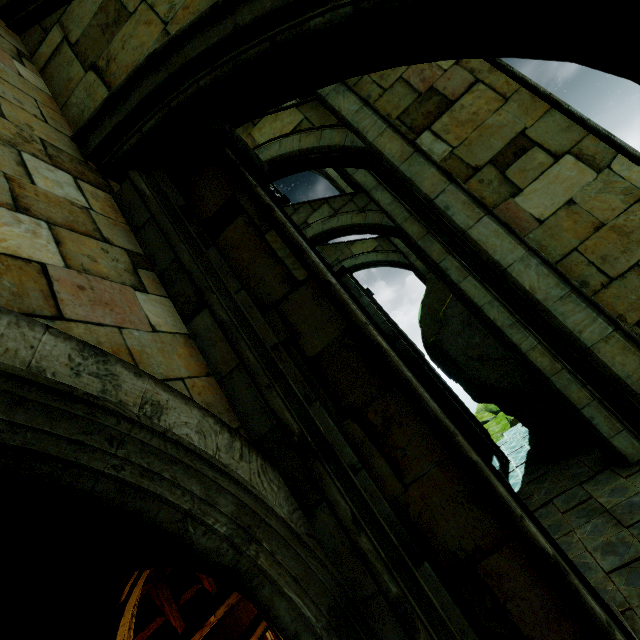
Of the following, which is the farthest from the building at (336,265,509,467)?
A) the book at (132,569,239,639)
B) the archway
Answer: the book at (132,569,239,639)

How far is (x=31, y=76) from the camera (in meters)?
3.21

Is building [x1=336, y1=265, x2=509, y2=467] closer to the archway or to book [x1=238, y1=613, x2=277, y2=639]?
the archway

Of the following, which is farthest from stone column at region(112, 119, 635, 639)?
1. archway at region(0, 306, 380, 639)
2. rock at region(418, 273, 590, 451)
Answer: rock at region(418, 273, 590, 451)

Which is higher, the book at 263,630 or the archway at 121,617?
the archway at 121,617

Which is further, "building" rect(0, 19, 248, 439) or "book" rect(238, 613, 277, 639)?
"book" rect(238, 613, 277, 639)

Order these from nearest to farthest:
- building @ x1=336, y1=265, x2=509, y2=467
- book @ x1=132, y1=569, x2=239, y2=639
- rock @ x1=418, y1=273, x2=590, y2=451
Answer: book @ x1=132, y1=569, x2=239, y2=639
rock @ x1=418, y1=273, x2=590, y2=451
building @ x1=336, y1=265, x2=509, y2=467

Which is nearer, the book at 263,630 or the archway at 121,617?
the archway at 121,617
